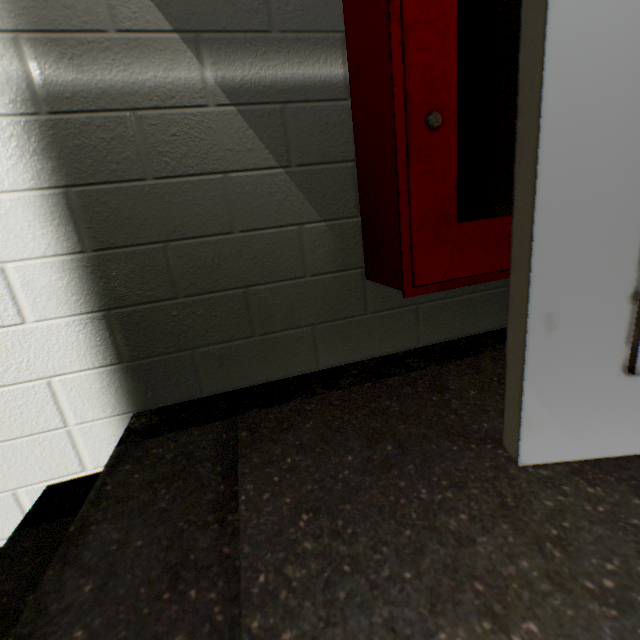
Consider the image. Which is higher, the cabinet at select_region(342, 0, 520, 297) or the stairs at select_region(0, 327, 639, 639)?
the cabinet at select_region(342, 0, 520, 297)

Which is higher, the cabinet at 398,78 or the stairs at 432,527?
the cabinet at 398,78

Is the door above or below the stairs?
above

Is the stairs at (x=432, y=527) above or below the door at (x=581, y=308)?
below

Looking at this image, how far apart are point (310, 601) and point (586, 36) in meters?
0.8 m
